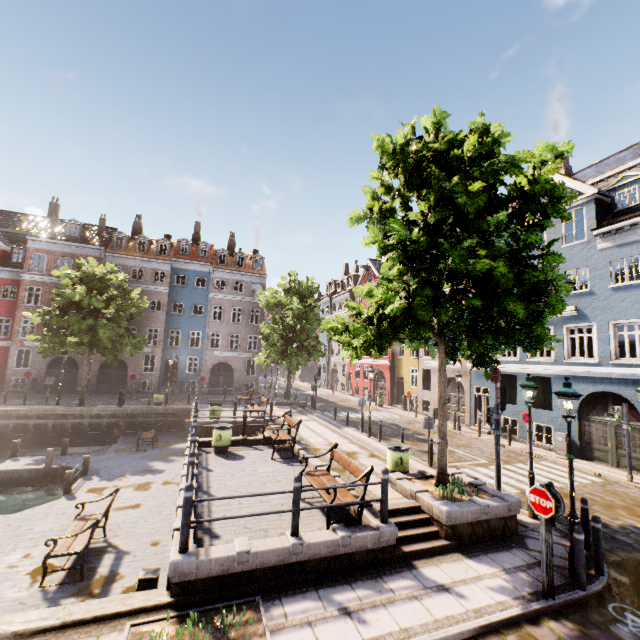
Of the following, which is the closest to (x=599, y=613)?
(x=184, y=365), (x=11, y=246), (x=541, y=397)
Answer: (x=541, y=397)

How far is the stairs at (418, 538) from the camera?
6.9m

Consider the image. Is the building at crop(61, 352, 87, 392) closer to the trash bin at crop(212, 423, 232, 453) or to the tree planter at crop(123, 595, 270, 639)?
the trash bin at crop(212, 423, 232, 453)

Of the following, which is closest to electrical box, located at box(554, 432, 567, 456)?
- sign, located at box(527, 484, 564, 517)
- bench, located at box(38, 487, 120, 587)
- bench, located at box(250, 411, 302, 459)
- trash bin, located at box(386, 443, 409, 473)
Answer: trash bin, located at box(386, 443, 409, 473)

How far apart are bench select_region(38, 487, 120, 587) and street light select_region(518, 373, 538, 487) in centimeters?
1074cm

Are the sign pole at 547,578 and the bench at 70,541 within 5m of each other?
no

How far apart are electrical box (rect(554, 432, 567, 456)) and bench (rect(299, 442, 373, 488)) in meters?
13.5 m

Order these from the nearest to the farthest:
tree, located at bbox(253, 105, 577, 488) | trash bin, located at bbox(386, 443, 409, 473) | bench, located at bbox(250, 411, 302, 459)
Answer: tree, located at bbox(253, 105, 577, 488) < trash bin, located at bbox(386, 443, 409, 473) < bench, located at bbox(250, 411, 302, 459)
